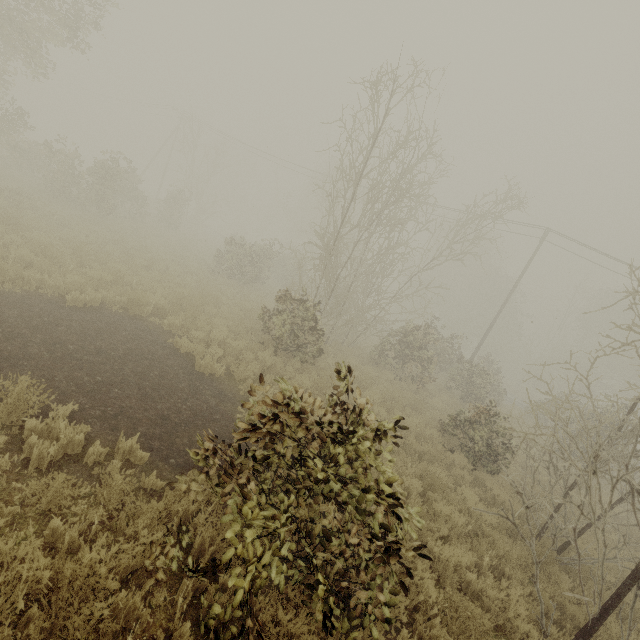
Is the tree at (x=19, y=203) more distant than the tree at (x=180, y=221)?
No

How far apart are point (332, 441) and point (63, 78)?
72.96m

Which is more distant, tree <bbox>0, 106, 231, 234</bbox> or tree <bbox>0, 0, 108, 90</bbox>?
tree <bbox>0, 106, 231, 234</bbox>

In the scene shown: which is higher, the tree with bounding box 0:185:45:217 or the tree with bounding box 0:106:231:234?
the tree with bounding box 0:106:231:234

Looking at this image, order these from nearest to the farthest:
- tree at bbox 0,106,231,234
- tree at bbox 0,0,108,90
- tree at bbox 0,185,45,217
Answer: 1. tree at bbox 0,185,45,217
2. tree at bbox 0,0,108,90
3. tree at bbox 0,106,231,234
